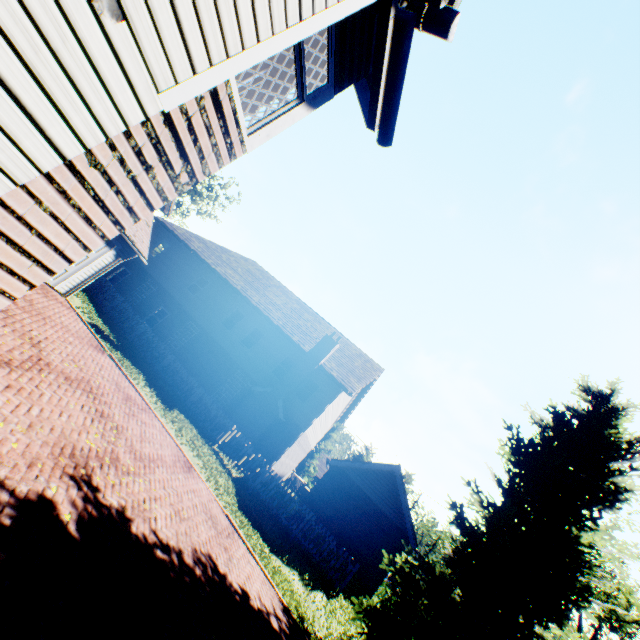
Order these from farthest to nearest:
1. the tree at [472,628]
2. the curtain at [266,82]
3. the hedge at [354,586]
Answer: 1. the hedge at [354,586]
2. the tree at [472,628]
3. the curtain at [266,82]

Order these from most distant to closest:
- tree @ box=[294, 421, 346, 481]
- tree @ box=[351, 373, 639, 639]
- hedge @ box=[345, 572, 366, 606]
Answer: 1. tree @ box=[294, 421, 346, 481]
2. hedge @ box=[345, 572, 366, 606]
3. tree @ box=[351, 373, 639, 639]

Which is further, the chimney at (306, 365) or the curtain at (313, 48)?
the chimney at (306, 365)

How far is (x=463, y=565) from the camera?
11.23m

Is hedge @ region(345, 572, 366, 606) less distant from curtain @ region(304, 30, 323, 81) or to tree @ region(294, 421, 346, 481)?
tree @ region(294, 421, 346, 481)

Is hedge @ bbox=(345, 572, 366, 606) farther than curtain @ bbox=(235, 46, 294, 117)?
Yes

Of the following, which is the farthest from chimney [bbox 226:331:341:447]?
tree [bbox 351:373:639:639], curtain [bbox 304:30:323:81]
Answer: curtain [bbox 304:30:323:81]

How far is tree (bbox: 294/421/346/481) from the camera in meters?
40.6
